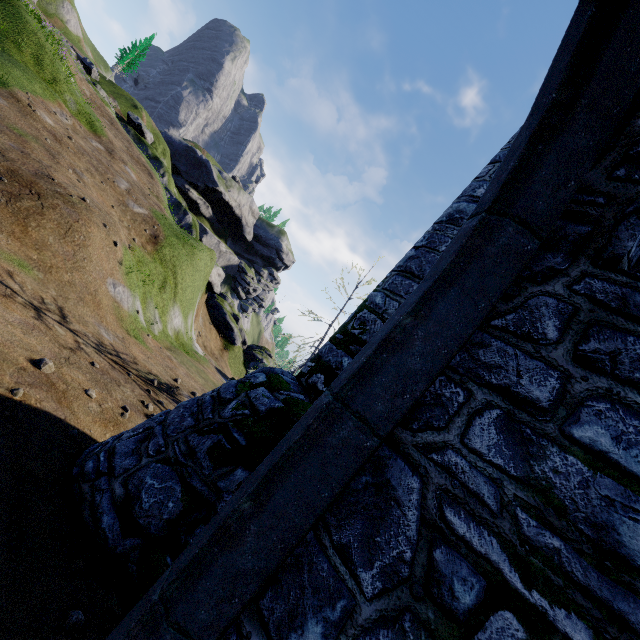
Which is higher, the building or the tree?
the tree

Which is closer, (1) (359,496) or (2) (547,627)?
(2) (547,627)

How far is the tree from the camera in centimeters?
4875cm

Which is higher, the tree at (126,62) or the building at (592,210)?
the tree at (126,62)

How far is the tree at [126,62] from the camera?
48.75m

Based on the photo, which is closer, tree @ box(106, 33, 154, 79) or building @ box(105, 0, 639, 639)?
building @ box(105, 0, 639, 639)
